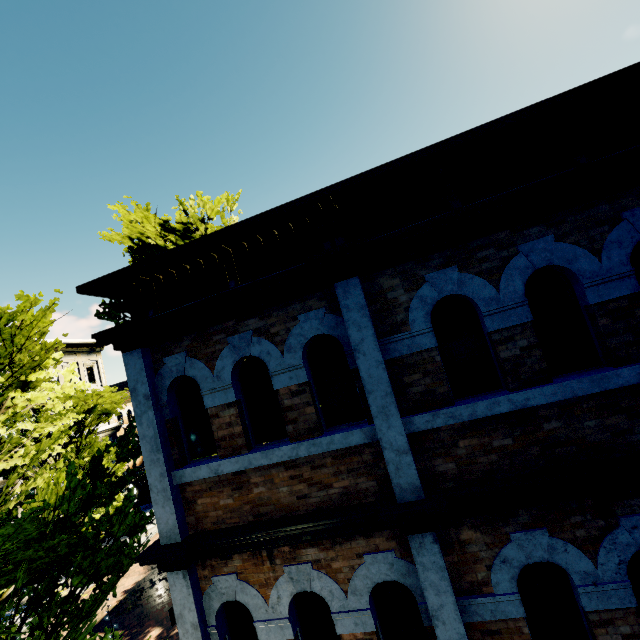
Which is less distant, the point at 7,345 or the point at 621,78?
the point at 621,78

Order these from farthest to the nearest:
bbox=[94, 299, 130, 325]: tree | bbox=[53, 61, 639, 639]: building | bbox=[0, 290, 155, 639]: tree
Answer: bbox=[94, 299, 130, 325]: tree < bbox=[0, 290, 155, 639]: tree < bbox=[53, 61, 639, 639]: building

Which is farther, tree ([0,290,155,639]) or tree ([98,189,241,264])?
tree ([98,189,241,264])

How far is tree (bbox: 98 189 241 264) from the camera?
11.08m

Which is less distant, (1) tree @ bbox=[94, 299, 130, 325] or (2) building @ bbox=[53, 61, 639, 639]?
(2) building @ bbox=[53, 61, 639, 639]

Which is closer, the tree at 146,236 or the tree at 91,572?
the tree at 91,572

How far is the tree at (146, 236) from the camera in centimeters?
1108cm
